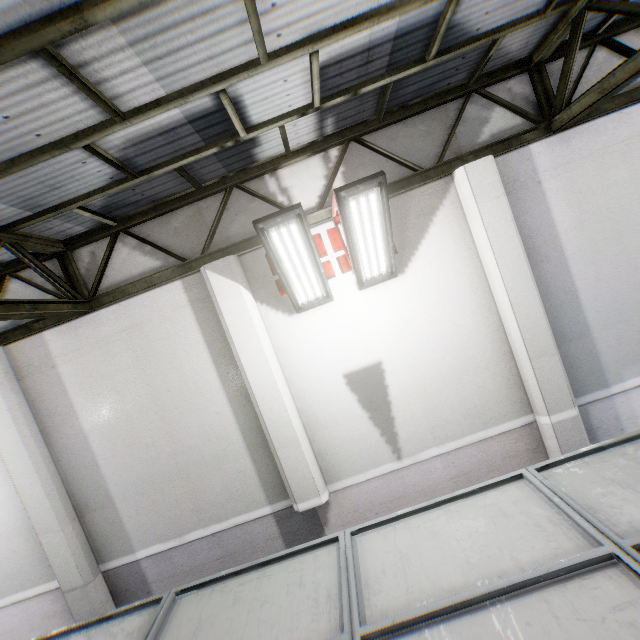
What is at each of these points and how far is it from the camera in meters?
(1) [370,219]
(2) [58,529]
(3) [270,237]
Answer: (1) light, 4.0
(2) cement column, 5.0
(3) light, 3.9

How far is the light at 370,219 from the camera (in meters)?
3.66

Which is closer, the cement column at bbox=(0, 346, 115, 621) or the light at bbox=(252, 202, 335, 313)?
the light at bbox=(252, 202, 335, 313)

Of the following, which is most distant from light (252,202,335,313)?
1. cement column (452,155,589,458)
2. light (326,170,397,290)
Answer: cement column (452,155,589,458)

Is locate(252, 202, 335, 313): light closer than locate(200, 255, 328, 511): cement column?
Yes

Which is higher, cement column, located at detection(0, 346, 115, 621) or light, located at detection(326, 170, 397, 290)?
light, located at detection(326, 170, 397, 290)

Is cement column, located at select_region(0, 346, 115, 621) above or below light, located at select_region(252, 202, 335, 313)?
below

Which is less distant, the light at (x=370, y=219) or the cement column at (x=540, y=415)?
the light at (x=370, y=219)
